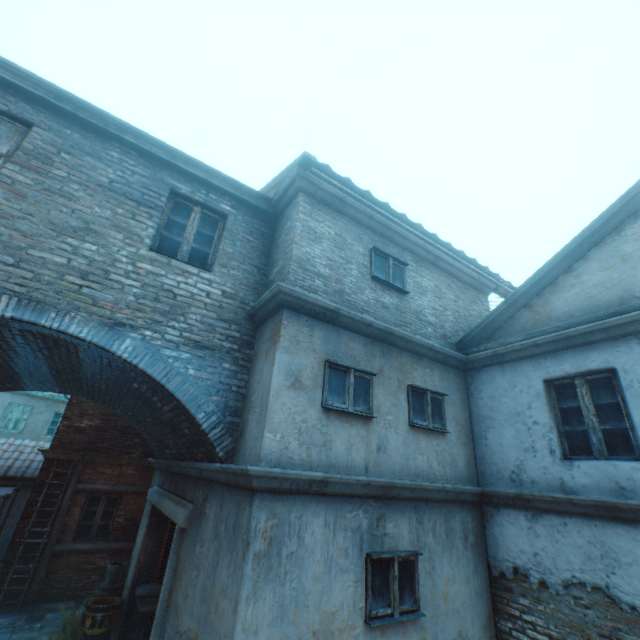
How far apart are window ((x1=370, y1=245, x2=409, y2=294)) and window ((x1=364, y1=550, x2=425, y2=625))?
4.43m

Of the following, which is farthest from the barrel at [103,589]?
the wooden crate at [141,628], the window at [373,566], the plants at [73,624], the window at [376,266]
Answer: the window at [376,266]

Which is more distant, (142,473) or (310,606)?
(142,473)

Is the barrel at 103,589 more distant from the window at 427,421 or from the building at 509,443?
the window at 427,421

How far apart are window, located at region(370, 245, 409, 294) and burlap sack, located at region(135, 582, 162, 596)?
8.9 meters

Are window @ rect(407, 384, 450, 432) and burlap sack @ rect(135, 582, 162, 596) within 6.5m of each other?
no

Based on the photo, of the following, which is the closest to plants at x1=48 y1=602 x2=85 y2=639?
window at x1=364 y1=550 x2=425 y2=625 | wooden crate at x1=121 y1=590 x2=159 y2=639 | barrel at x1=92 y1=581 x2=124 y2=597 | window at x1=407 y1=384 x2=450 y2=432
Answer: barrel at x1=92 y1=581 x2=124 y2=597

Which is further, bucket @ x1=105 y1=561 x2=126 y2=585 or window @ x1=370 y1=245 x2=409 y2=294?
bucket @ x1=105 y1=561 x2=126 y2=585
